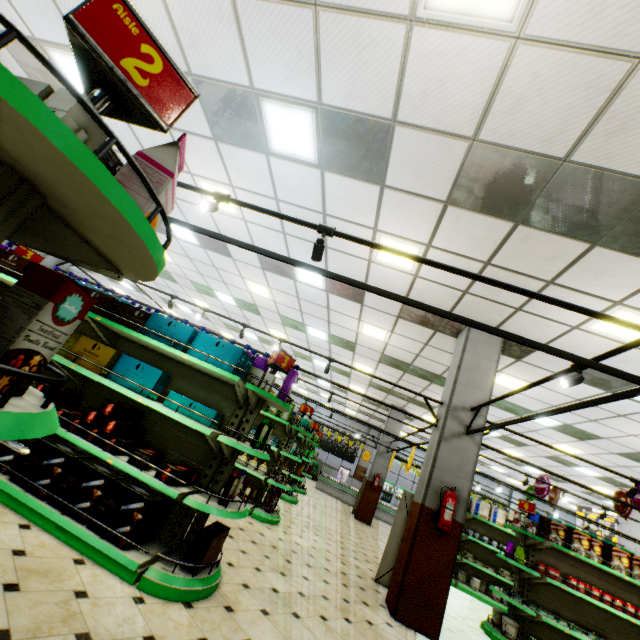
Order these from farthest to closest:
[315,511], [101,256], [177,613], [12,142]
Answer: [315,511] → [177,613] → [101,256] → [12,142]

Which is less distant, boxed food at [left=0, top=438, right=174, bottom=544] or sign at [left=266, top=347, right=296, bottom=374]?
boxed food at [left=0, top=438, right=174, bottom=544]

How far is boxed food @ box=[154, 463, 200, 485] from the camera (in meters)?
3.09

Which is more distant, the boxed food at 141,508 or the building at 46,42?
the building at 46,42

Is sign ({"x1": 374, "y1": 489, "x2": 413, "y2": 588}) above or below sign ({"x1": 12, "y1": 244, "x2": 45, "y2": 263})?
below

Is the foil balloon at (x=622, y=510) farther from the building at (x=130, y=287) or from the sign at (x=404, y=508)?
the sign at (x=404, y=508)

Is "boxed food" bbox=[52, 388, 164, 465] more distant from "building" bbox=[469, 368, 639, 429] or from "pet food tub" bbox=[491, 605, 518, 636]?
"pet food tub" bbox=[491, 605, 518, 636]

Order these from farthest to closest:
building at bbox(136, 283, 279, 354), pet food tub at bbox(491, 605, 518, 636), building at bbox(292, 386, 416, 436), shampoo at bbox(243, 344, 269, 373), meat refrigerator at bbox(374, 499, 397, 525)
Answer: meat refrigerator at bbox(374, 499, 397, 525), building at bbox(292, 386, 416, 436), building at bbox(136, 283, 279, 354), pet food tub at bbox(491, 605, 518, 636), shampoo at bbox(243, 344, 269, 373)
